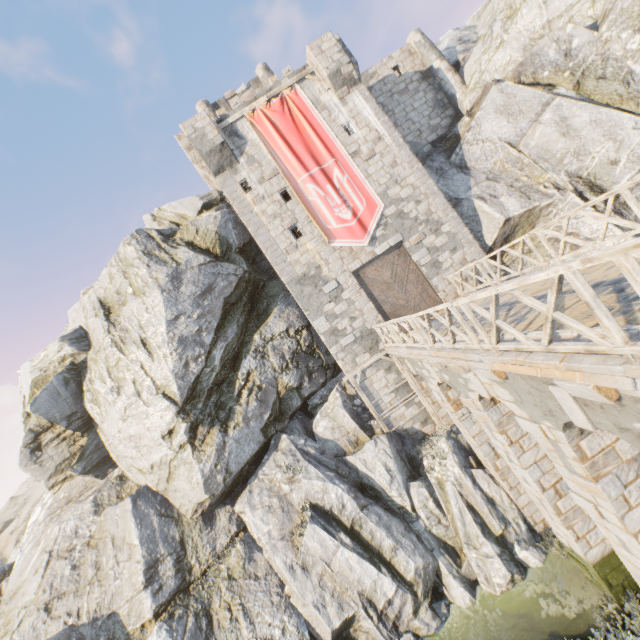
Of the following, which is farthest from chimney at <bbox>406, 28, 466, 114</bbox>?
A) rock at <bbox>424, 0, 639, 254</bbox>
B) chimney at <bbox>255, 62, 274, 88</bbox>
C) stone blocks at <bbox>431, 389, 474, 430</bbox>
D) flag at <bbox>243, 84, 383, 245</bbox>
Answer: stone blocks at <bbox>431, 389, 474, 430</bbox>

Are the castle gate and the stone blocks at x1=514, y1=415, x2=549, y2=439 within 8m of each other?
no

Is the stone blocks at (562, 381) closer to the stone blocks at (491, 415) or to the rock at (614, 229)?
the rock at (614, 229)

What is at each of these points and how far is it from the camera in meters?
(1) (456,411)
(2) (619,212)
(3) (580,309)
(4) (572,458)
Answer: (1) stone blocks, 11.7 m
(2) rock, 13.6 m
(3) bridge support, 5.4 m
(4) bridge support, 6.0 m

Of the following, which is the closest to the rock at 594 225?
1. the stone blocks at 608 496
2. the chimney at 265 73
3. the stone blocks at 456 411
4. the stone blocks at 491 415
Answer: the stone blocks at 456 411

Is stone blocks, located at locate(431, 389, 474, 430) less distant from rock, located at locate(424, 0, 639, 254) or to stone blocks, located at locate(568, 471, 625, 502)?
rock, located at locate(424, 0, 639, 254)

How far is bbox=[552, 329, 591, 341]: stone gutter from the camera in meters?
4.5

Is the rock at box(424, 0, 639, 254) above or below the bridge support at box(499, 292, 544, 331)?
above
